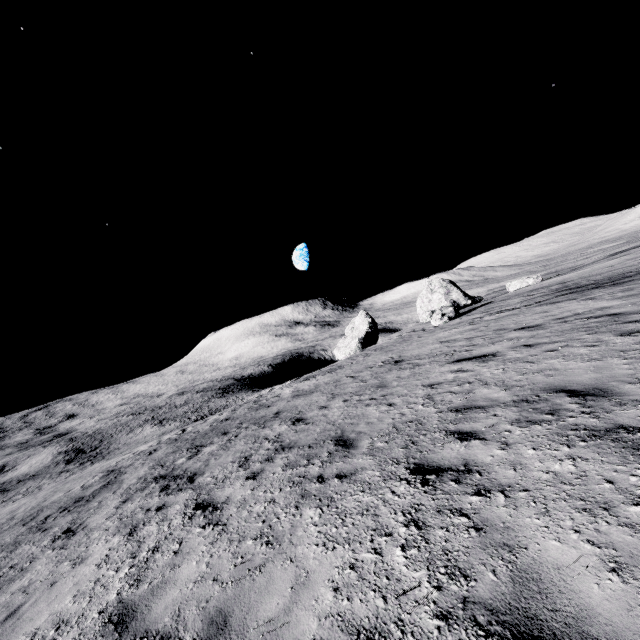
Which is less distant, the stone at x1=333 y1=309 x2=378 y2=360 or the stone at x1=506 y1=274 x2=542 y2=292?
the stone at x1=506 y1=274 x2=542 y2=292

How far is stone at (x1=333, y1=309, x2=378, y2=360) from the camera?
42.16m

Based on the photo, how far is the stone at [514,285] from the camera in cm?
3319

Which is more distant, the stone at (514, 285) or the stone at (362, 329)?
the stone at (362, 329)

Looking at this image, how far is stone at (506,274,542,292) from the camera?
33.2 meters

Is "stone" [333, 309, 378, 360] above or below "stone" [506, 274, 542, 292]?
below

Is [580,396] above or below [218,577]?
above
